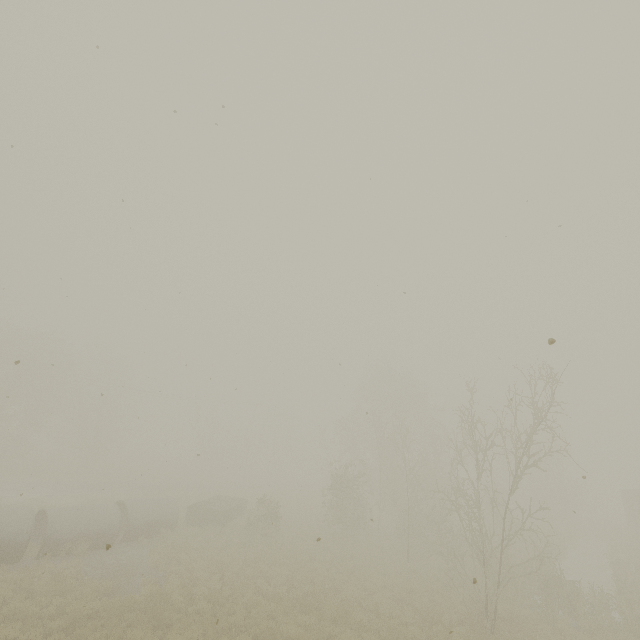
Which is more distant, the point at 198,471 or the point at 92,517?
the point at 198,471

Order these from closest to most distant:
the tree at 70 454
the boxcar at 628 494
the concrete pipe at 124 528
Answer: the concrete pipe at 124 528
the boxcar at 628 494
the tree at 70 454

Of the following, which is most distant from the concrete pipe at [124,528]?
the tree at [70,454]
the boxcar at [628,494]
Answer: the boxcar at [628,494]

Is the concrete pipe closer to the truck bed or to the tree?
the truck bed

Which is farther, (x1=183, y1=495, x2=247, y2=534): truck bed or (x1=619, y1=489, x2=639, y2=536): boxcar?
(x1=619, y1=489, x2=639, y2=536): boxcar

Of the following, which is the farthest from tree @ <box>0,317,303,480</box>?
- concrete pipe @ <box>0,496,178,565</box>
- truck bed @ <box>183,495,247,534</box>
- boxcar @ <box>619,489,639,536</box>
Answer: boxcar @ <box>619,489,639,536</box>

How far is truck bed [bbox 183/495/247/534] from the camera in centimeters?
2209cm
